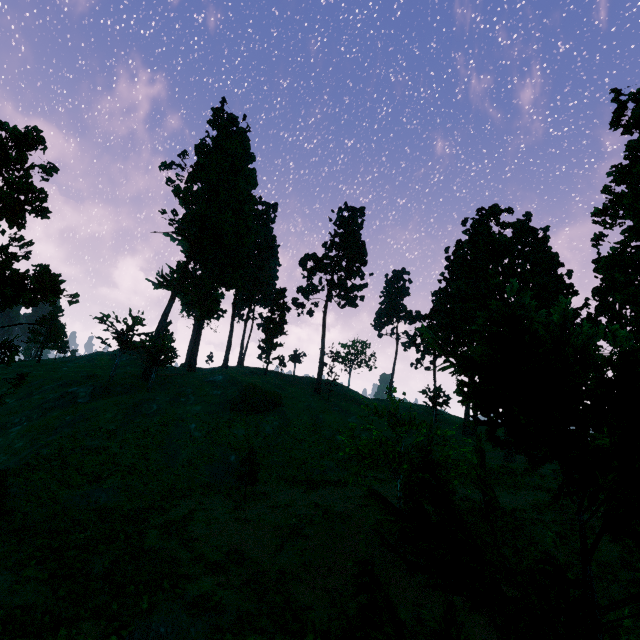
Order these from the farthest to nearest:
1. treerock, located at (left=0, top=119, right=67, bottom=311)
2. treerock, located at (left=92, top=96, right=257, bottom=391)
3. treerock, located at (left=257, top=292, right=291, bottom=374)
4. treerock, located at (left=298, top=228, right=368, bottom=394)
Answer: treerock, located at (left=257, top=292, right=291, bottom=374)
treerock, located at (left=298, top=228, right=368, bottom=394)
treerock, located at (left=92, top=96, right=257, bottom=391)
treerock, located at (left=0, top=119, right=67, bottom=311)

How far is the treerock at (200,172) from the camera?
43.94m

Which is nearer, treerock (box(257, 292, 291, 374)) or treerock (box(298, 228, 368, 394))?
treerock (box(298, 228, 368, 394))

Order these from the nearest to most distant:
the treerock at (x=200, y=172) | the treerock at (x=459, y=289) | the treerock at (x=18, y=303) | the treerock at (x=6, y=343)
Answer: the treerock at (x=459, y=289), the treerock at (x=6, y=343), the treerock at (x=18, y=303), the treerock at (x=200, y=172)

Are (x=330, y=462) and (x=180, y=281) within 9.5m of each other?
no

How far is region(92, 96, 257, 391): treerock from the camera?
43.9m
